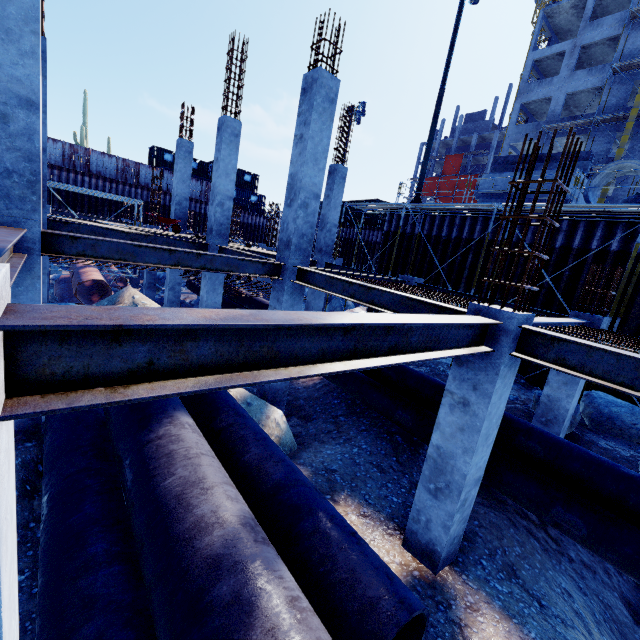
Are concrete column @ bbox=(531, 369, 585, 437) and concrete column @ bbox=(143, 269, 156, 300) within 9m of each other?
no

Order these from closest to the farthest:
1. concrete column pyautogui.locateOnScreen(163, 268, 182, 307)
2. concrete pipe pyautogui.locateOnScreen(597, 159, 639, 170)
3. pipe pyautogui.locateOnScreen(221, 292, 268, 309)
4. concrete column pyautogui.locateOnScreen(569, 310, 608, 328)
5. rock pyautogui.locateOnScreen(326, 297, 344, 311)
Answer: concrete column pyautogui.locateOnScreen(569, 310, 608, 328), concrete pipe pyautogui.locateOnScreen(597, 159, 639, 170), pipe pyautogui.locateOnScreen(221, 292, 268, 309), concrete column pyautogui.locateOnScreen(163, 268, 182, 307), rock pyautogui.locateOnScreen(326, 297, 344, 311)

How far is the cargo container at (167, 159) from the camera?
36.1m

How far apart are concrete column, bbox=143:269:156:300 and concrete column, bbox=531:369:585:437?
19.87m

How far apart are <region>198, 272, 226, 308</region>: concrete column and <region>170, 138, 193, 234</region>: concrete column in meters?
4.3

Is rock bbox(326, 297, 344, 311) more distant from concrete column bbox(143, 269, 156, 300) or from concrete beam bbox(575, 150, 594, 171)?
concrete column bbox(143, 269, 156, 300)

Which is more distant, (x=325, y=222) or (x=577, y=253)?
(x=325, y=222)

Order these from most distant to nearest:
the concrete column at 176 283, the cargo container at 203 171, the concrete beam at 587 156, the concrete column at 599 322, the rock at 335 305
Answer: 1. the cargo container at 203 171
2. the rock at 335 305
3. the concrete column at 176 283
4. the concrete beam at 587 156
5. the concrete column at 599 322
